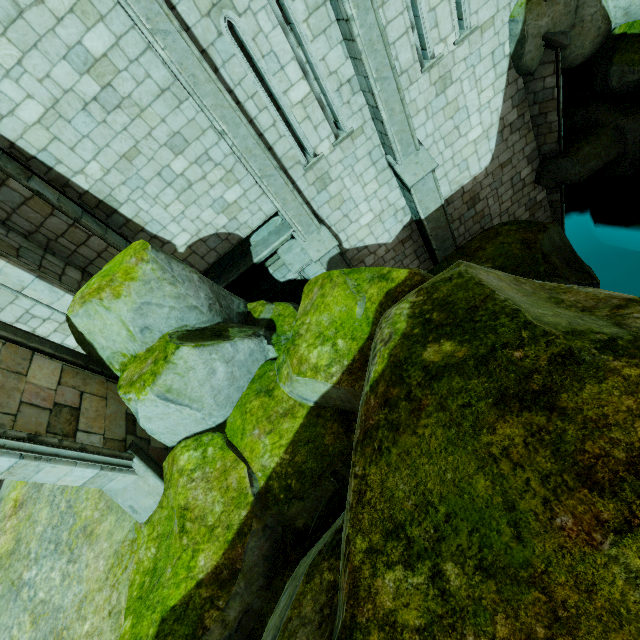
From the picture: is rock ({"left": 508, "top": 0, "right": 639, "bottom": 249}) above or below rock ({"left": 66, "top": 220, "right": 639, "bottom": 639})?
below

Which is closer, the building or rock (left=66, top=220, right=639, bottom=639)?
rock (left=66, top=220, right=639, bottom=639)

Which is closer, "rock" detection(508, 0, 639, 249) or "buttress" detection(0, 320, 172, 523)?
"buttress" detection(0, 320, 172, 523)

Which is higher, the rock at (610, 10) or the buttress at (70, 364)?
the buttress at (70, 364)

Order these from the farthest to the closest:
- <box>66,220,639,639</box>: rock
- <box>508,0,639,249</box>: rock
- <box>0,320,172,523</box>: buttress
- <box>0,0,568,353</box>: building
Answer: <box>508,0,639,249</box>: rock → <box>0,0,568,353</box>: building → <box>0,320,172,523</box>: buttress → <box>66,220,639,639</box>: rock

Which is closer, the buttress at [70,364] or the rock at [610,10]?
the buttress at [70,364]

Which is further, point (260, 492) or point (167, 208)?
point (167, 208)

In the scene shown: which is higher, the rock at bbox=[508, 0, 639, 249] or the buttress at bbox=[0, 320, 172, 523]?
the buttress at bbox=[0, 320, 172, 523]
